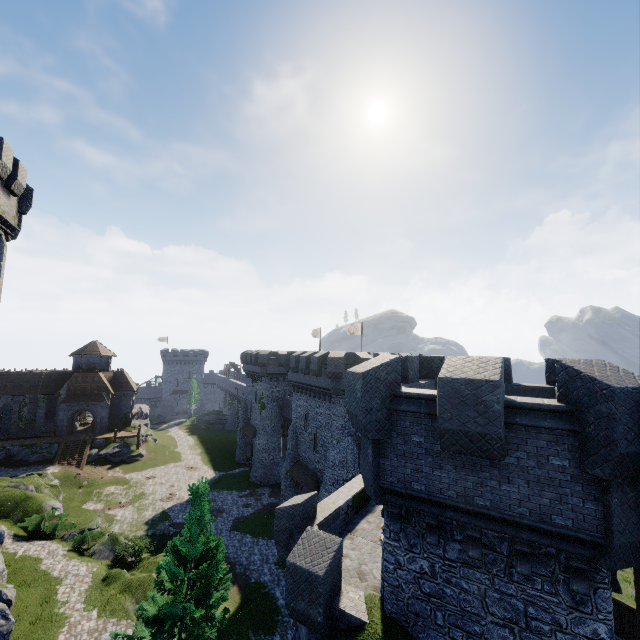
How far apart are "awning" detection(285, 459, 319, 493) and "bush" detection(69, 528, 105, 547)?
15.4 meters

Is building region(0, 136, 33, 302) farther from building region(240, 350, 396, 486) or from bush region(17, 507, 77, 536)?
building region(240, 350, 396, 486)

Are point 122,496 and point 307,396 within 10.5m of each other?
no

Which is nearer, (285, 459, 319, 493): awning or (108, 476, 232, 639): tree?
(108, 476, 232, 639): tree

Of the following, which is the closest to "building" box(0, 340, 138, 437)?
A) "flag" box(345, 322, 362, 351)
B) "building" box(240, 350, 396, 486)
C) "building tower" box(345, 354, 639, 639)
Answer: "building" box(240, 350, 396, 486)

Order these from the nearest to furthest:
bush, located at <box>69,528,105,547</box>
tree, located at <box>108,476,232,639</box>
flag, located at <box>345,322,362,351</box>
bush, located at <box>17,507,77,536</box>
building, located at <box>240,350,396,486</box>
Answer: tree, located at <box>108,476,232,639</box> < bush, located at <box>69,528,105,547</box> < bush, located at <box>17,507,77,536</box> < building, located at <box>240,350,396,486</box> < flag, located at <box>345,322,362,351</box>

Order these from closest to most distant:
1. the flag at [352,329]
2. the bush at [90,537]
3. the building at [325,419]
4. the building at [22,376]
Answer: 1. the bush at [90,537]
2. the building at [325,419]
3. the flag at [352,329]
4. the building at [22,376]

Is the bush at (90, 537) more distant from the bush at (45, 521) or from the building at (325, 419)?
the building at (325, 419)
